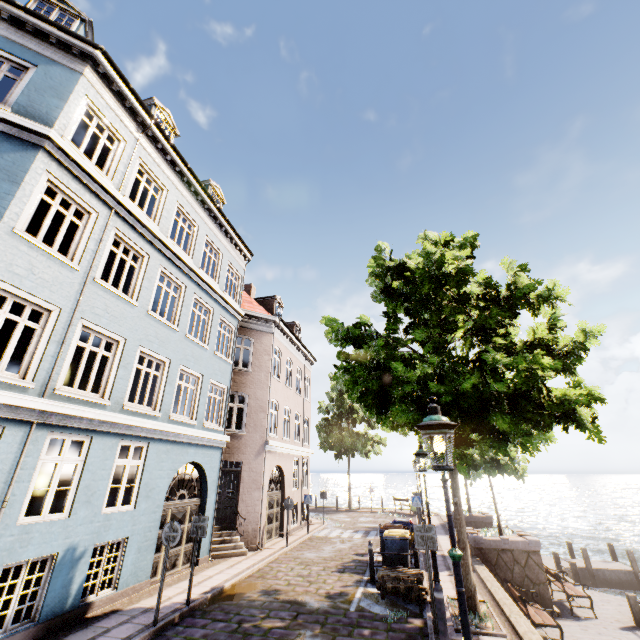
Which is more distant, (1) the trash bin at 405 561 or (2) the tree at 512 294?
(1) the trash bin at 405 561

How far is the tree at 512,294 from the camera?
6.76m

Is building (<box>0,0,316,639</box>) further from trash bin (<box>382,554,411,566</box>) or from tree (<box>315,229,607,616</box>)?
trash bin (<box>382,554,411,566</box>)

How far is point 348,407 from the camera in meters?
30.9 m

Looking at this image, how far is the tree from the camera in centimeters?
676cm

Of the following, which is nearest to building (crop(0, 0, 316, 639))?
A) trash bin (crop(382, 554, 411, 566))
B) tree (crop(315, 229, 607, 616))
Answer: tree (crop(315, 229, 607, 616))

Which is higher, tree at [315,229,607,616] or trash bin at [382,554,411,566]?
tree at [315,229,607,616]
